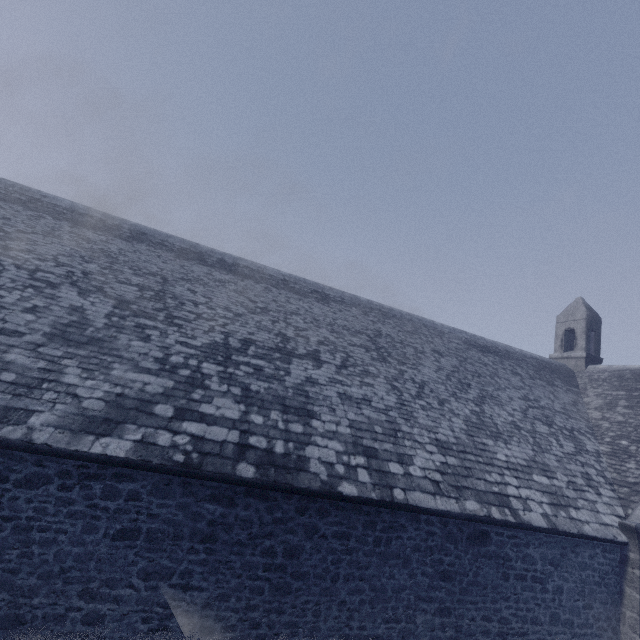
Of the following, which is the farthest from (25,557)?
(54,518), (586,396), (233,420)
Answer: (586,396)
